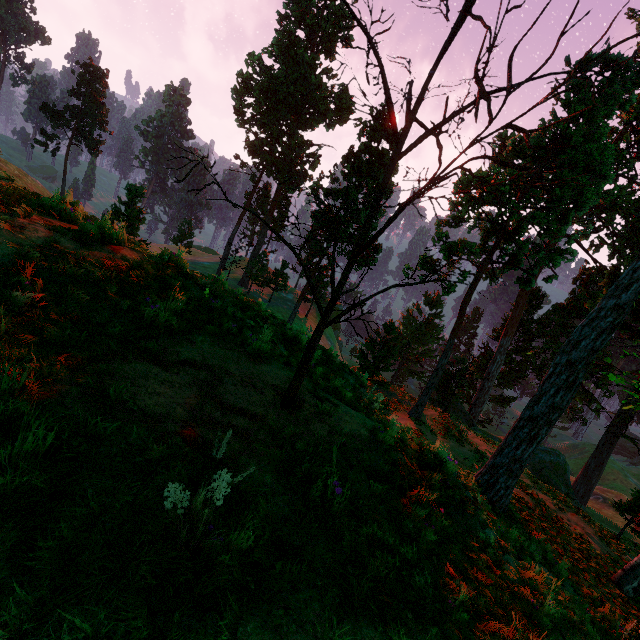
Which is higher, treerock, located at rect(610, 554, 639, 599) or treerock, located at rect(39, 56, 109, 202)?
treerock, located at rect(39, 56, 109, 202)

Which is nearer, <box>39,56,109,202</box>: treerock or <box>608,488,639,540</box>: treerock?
<box>608,488,639,540</box>: treerock

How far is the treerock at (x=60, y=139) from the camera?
49.9m

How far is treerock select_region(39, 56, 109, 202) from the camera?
49.88m

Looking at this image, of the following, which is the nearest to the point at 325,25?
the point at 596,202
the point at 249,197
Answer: the point at 249,197
